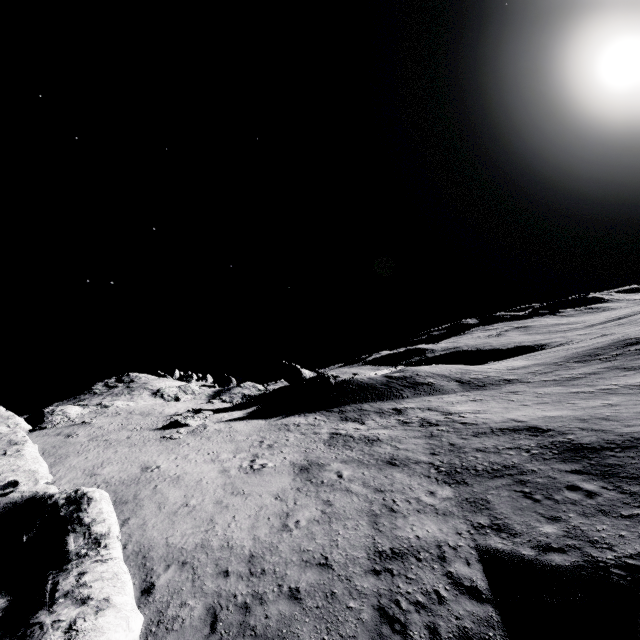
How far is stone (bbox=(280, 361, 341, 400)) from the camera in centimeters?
3356cm

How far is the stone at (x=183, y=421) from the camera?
26.8 meters

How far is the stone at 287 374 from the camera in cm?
3356

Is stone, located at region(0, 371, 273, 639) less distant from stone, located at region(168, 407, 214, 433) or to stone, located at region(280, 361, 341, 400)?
stone, located at region(168, 407, 214, 433)

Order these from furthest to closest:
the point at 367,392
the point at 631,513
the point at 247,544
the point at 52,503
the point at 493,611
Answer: the point at 367,392 < the point at 52,503 < the point at 247,544 < the point at 631,513 < the point at 493,611

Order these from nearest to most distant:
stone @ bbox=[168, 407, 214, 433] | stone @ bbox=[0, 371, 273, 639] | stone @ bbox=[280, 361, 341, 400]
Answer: stone @ bbox=[0, 371, 273, 639] < stone @ bbox=[168, 407, 214, 433] < stone @ bbox=[280, 361, 341, 400]

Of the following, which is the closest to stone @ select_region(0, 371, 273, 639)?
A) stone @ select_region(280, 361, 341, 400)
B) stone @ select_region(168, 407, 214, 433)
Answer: stone @ select_region(168, 407, 214, 433)

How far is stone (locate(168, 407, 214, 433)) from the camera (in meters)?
26.84
